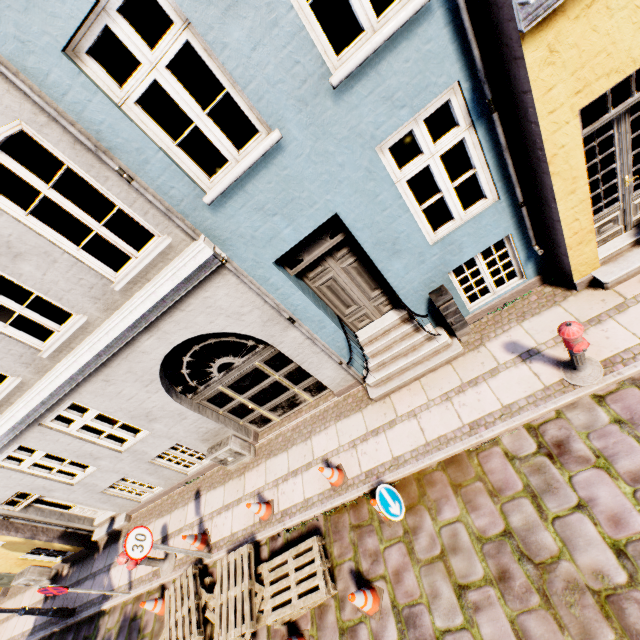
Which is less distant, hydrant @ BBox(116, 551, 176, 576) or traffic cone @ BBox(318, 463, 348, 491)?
traffic cone @ BBox(318, 463, 348, 491)

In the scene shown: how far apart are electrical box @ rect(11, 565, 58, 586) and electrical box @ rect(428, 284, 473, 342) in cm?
1384

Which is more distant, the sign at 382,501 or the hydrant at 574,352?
the sign at 382,501

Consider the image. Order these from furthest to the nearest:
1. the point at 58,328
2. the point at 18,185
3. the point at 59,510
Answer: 1. the point at 18,185
2. the point at 59,510
3. the point at 58,328

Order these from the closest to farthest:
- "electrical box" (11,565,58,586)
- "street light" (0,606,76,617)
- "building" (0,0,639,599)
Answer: "building" (0,0,639,599) < "street light" (0,606,76,617) < "electrical box" (11,565,58,586)

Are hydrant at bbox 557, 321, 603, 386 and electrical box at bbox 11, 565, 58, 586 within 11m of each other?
no

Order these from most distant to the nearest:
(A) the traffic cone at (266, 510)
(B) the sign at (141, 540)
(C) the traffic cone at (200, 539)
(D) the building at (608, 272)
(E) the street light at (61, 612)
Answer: (E) the street light at (61, 612) → (C) the traffic cone at (200, 539) → (A) the traffic cone at (266, 510) → (B) the sign at (141, 540) → (D) the building at (608, 272)

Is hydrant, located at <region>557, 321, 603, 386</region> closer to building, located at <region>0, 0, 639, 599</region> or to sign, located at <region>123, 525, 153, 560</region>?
building, located at <region>0, 0, 639, 599</region>
